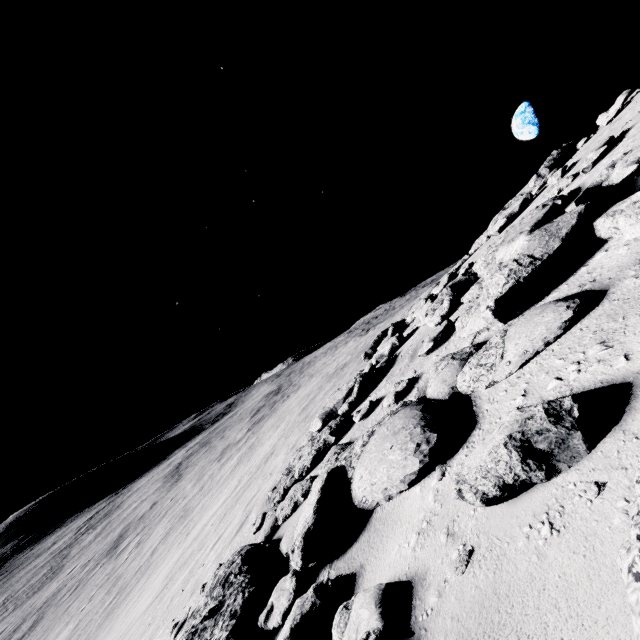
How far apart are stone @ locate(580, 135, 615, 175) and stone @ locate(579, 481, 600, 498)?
5.6m

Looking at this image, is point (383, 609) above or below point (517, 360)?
below

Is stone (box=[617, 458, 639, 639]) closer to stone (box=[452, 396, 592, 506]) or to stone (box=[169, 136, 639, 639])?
stone (box=[452, 396, 592, 506])

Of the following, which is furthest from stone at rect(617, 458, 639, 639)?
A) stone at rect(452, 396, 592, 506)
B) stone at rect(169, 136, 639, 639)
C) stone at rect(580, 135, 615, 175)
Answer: stone at rect(580, 135, 615, 175)

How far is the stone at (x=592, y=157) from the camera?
5.1m

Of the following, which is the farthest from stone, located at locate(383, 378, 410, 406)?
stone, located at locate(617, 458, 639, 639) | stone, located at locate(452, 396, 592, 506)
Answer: stone, located at locate(617, 458, 639, 639)

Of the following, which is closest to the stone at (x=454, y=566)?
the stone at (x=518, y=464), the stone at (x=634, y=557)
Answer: the stone at (x=518, y=464)

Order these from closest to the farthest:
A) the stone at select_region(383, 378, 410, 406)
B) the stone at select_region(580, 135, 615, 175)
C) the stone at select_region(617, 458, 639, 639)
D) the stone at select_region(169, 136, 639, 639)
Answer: the stone at select_region(617, 458, 639, 639) < the stone at select_region(169, 136, 639, 639) < the stone at select_region(383, 378, 410, 406) < the stone at select_region(580, 135, 615, 175)
